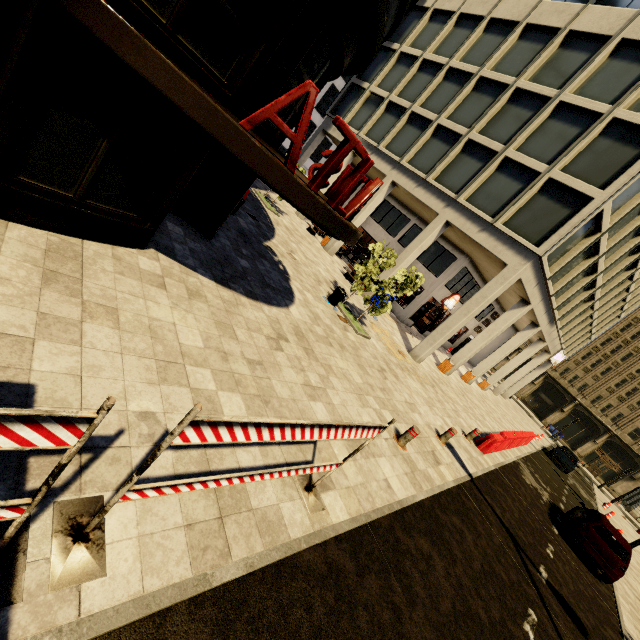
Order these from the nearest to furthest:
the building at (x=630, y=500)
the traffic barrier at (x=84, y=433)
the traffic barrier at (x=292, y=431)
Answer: the traffic barrier at (x=84, y=433) < the traffic barrier at (x=292, y=431) < the building at (x=630, y=500)

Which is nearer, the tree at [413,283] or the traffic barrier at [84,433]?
the traffic barrier at [84,433]

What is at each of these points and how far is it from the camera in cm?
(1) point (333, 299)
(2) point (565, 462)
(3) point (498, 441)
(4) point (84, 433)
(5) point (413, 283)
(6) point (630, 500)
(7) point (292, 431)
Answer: (1) trash bin, 1244
(2) car, 2417
(3) cement barricade, 1220
(4) traffic barrier, 164
(5) tree, 1230
(6) building, 4366
(7) traffic barrier, 280

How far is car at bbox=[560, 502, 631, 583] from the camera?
10.62m

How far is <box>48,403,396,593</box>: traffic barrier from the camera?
2.1 meters

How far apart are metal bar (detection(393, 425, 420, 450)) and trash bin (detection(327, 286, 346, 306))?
5.91m

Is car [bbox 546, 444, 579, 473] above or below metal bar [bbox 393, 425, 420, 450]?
above

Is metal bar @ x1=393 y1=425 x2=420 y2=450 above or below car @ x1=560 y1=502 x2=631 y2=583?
below
